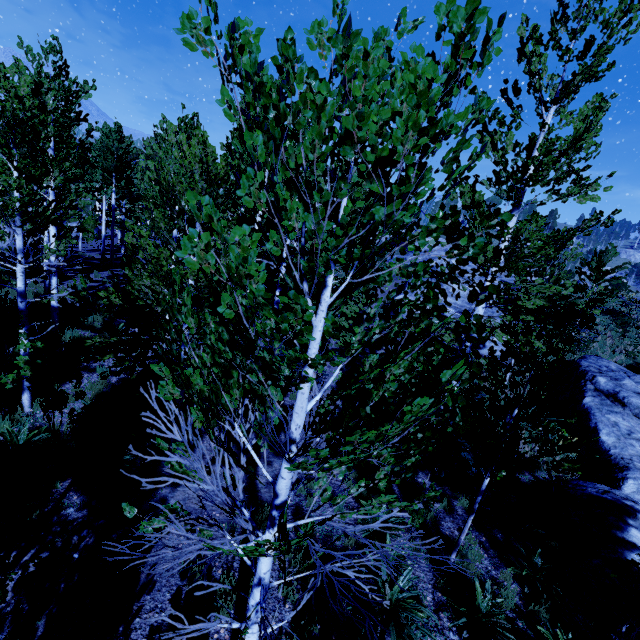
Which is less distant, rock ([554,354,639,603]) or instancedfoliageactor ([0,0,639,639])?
instancedfoliageactor ([0,0,639,639])

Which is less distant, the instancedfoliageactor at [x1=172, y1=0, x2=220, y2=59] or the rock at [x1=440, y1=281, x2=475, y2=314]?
the instancedfoliageactor at [x1=172, y1=0, x2=220, y2=59]

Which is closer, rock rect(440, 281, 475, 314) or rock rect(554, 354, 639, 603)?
rock rect(554, 354, 639, 603)

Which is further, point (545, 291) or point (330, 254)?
point (545, 291)

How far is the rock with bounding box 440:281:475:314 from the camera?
22.2m

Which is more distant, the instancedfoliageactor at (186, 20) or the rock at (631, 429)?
the rock at (631, 429)

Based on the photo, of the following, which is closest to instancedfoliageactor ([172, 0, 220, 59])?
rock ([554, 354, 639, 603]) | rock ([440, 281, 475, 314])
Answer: rock ([554, 354, 639, 603])

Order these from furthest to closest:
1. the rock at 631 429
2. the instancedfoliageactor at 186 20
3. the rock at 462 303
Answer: the rock at 462 303 → the rock at 631 429 → the instancedfoliageactor at 186 20
